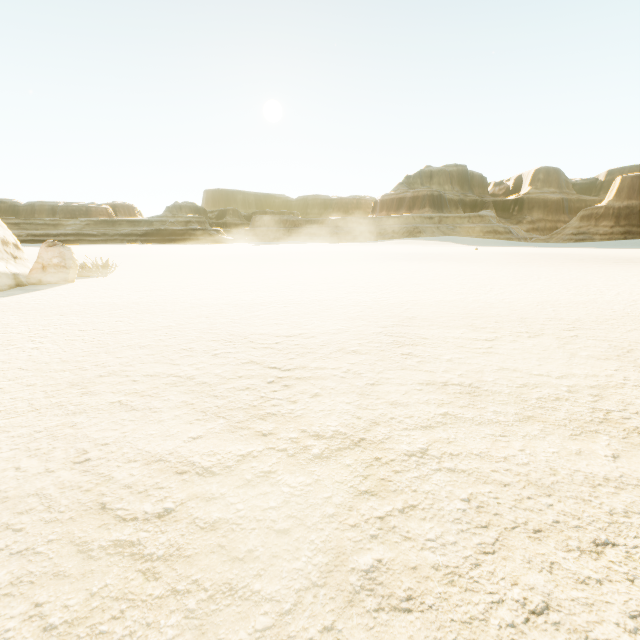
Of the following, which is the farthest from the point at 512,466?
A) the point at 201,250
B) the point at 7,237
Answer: the point at 201,250
